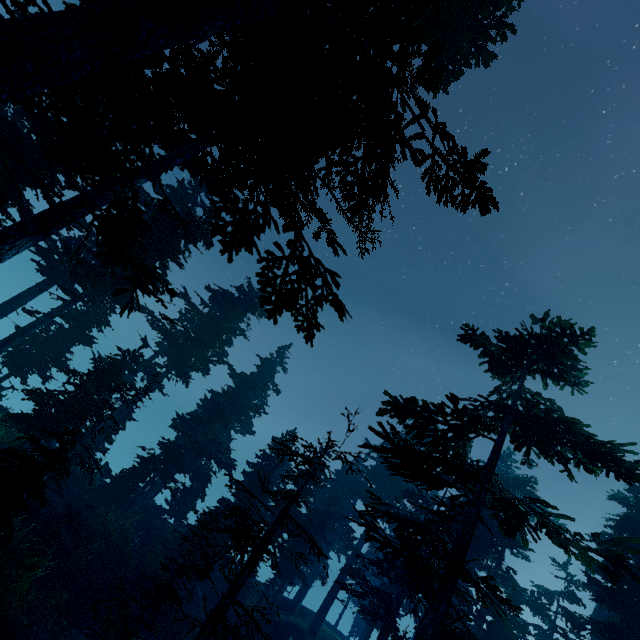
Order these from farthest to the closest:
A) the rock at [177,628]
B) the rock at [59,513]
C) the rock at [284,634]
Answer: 1. the rock at [284,634]
2. the rock at [177,628]
3. the rock at [59,513]

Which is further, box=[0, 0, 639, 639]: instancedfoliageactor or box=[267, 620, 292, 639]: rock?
box=[267, 620, 292, 639]: rock

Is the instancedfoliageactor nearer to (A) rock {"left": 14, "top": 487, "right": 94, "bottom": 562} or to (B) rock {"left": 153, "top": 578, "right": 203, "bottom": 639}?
(B) rock {"left": 153, "top": 578, "right": 203, "bottom": 639}

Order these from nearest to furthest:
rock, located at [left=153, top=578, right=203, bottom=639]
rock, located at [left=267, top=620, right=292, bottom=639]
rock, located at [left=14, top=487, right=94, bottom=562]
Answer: rock, located at [left=14, top=487, right=94, bottom=562], rock, located at [left=153, top=578, right=203, bottom=639], rock, located at [left=267, top=620, right=292, bottom=639]

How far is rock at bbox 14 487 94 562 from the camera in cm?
1227

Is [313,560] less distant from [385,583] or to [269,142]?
[385,583]

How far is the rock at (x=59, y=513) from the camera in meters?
12.3

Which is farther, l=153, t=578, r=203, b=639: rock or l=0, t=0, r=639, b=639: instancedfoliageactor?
l=153, t=578, r=203, b=639: rock
